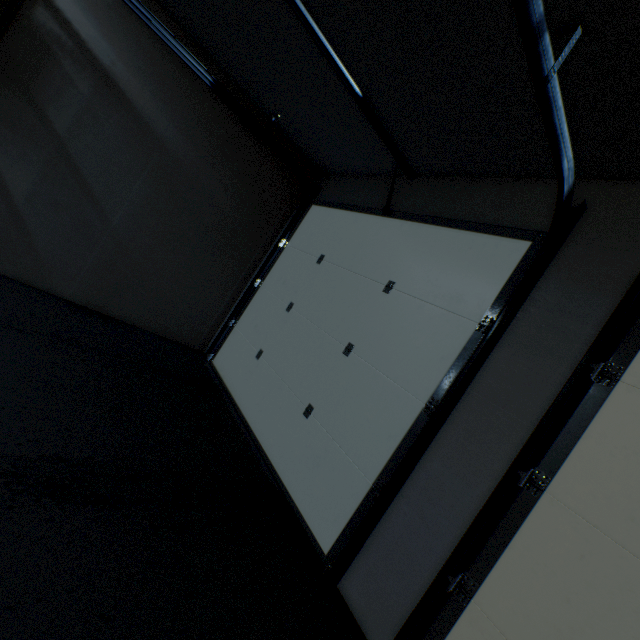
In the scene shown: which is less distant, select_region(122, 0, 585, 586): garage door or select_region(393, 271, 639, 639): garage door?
select_region(393, 271, 639, 639): garage door

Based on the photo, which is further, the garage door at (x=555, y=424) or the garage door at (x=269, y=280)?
the garage door at (x=269, y=280)

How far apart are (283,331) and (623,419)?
2.22m
